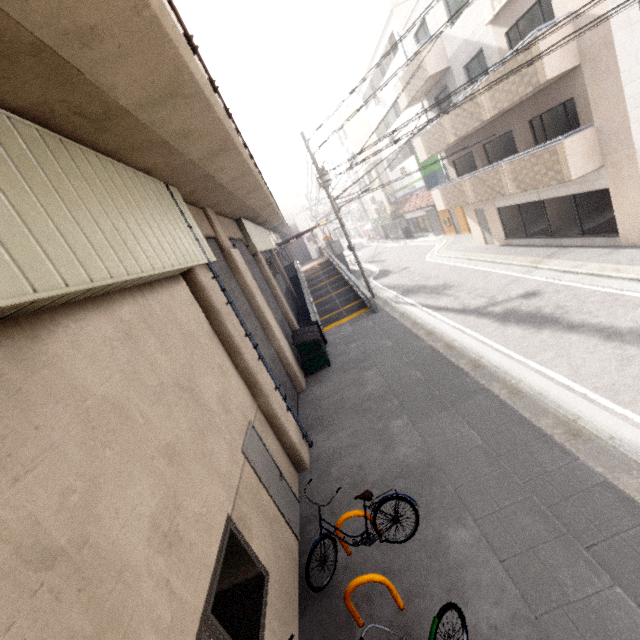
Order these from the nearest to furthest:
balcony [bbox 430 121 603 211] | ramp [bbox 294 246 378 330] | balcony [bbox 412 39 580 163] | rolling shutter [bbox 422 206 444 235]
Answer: balcony [bbox 412 39 580 163] < balcony [bbox 430 121 603 211] < ramp [bbox 294 246 378 330] < rolling shutter [bbox 422 206 444 235]

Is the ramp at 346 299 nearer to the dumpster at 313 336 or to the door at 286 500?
the dumpster at 313 336

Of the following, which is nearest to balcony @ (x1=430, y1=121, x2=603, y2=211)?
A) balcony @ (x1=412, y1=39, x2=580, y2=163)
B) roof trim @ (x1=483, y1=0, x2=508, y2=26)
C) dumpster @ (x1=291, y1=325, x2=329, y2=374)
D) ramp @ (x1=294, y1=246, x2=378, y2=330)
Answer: balcony @ (x1=412, y1=39, x2=580, y2=163)

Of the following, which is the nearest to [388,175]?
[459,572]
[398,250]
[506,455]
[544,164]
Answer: [398,250]

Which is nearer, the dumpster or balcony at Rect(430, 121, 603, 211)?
balcony at Rect(430, 121, 603, 211)

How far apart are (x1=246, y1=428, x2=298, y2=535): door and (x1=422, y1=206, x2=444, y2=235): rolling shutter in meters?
25.3

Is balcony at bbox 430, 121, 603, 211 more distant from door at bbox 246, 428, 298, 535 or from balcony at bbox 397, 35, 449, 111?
door at bbox 246, 428, 298, 535

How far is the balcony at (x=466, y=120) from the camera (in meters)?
9.24
